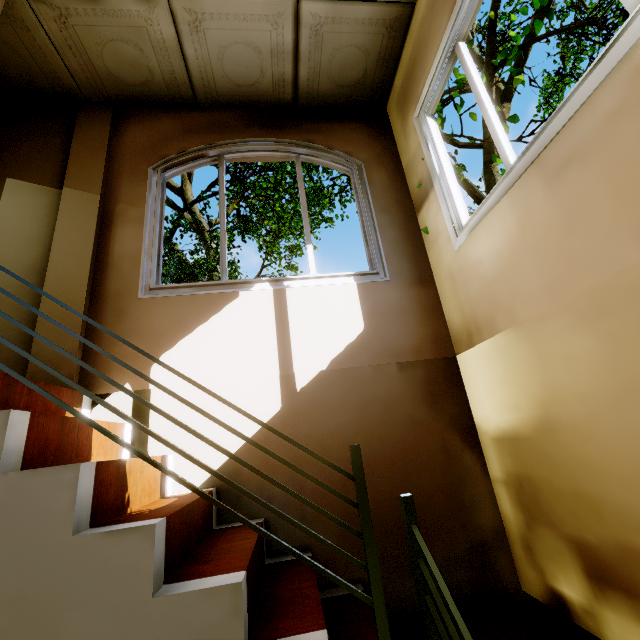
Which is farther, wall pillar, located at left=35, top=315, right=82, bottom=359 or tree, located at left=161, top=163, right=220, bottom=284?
tree, located at left=161, top=163, right=220, bottom=284

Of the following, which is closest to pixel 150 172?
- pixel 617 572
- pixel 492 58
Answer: pixel 617 572

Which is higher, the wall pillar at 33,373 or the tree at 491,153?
the tree at 491,153

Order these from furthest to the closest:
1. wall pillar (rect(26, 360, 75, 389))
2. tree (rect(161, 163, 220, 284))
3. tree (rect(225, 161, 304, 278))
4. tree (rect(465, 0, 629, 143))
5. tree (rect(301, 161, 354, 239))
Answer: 1. tree (rect(225, 161, 304, 278))
2. tree (rect(301, 161, 354, 239))
3. tree (rect(161, 163, 220, 284))
4. tree (rect(465, 0, 629, 143))
5. wall pillar (rect(26, 360, 75, 389))

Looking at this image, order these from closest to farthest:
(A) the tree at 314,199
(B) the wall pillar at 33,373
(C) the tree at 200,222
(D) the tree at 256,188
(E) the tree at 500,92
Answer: (B) the wall pillar at 33,373 < (E) the tree at 500,92 < (C) the tree at 200,222 < (A) the tree at 314,199 < (D) the tree at 256,188

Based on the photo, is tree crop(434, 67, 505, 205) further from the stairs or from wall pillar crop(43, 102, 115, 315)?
wall pillar crop(43, 102, 115, 315)

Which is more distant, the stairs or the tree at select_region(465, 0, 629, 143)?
Answer: the tree at select_region(465, 0, 629, 143)
